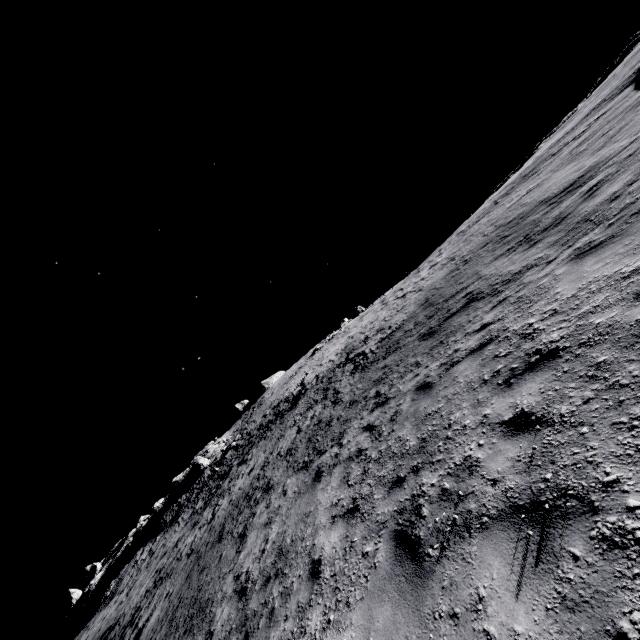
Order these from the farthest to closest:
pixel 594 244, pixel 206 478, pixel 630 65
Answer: pixel 206 478 → pixel 630 65 → pixel 594 244
